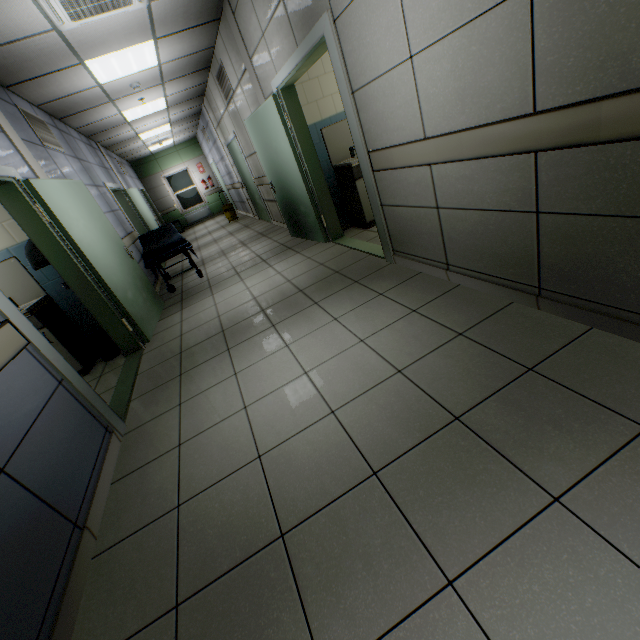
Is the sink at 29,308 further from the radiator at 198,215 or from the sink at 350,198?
the radiator at 198,215

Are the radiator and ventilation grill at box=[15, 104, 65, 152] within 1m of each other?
no

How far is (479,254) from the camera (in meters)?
2.34

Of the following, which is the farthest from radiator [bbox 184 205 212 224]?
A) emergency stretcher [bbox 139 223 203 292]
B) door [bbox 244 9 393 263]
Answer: door [bbox 244 9 393 263]

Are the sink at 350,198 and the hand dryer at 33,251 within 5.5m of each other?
yes

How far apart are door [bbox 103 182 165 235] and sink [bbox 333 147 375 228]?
4.90m

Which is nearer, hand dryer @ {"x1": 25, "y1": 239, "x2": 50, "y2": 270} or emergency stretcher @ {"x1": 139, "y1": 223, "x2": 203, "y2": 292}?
hand dryer @ {"x1": 25, "y1": 239, "x2": 50, "y2": 270}

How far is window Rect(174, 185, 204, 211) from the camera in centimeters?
1477cm
